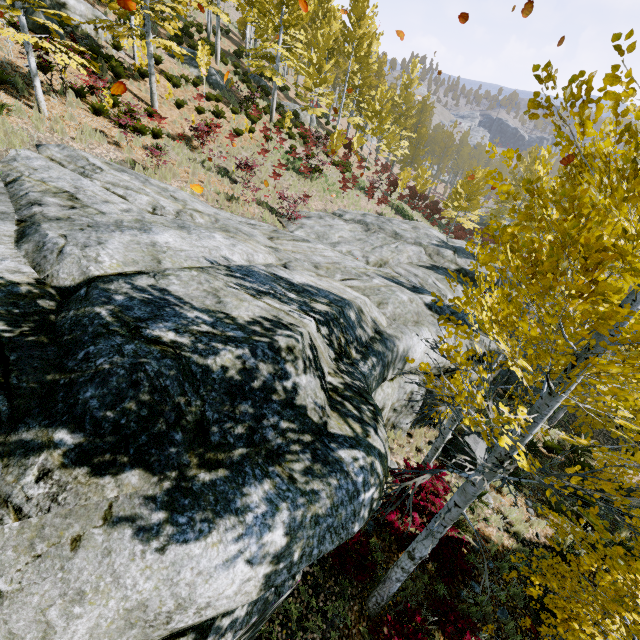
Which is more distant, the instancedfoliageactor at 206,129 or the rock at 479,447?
the instancedfoliageactor at 206,129

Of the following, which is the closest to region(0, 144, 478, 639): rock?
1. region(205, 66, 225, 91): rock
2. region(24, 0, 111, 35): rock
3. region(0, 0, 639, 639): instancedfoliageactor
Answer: region(0, 0, 639, 639): instancedfoliageactor

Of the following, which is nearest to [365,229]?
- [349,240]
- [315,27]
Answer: [349,240]

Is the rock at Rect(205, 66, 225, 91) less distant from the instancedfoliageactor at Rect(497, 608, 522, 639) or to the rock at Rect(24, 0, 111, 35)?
the instancedfoliageactor at Rect(497, 608, 522, 639)

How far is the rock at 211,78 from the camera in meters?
21.1 m

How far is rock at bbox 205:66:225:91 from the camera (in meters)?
21.08

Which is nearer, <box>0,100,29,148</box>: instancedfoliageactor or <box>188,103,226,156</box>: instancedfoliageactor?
<box>0,100,29,148</box>: instancedfoliageactor

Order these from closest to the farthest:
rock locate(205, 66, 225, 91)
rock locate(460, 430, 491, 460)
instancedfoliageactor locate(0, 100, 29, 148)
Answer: instancedfoliageactor locate(0, 100, 29, 148) → rock locate(460, 430, 491, 460) → rock locate(205, 66, 225, 91)
